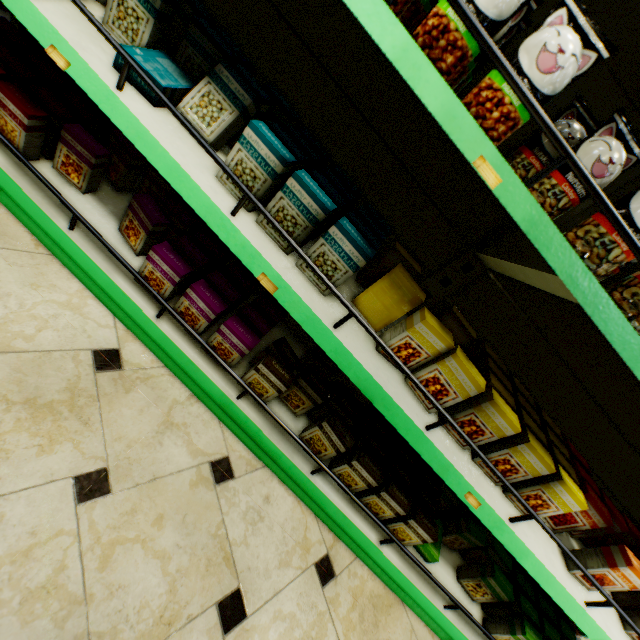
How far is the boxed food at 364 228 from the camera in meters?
1.0

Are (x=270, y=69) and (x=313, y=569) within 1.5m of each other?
no

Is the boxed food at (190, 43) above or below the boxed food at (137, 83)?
above

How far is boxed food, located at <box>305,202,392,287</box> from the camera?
1.0 meters

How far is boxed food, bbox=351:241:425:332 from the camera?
1.1m

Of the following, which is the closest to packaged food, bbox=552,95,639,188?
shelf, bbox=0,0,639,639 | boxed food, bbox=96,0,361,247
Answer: shelf, bbox=0,0,639,639

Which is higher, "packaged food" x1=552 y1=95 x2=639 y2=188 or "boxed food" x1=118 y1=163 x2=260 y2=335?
"packaged food" x1=552 y1=95 x2=639 y2=188

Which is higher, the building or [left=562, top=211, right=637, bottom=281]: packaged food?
[left=562, top=211, right=637, bottom=281]: packaged food
